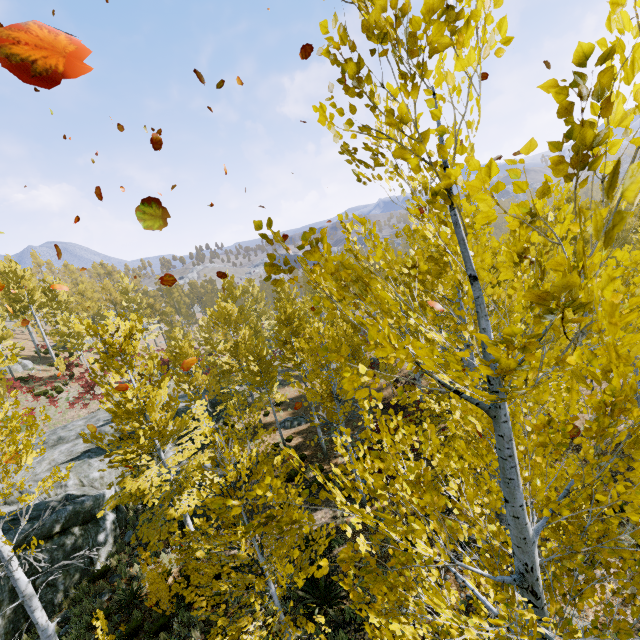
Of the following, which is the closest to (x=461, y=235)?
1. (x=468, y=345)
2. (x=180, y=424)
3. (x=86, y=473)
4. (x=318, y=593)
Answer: (x=468, y=345)

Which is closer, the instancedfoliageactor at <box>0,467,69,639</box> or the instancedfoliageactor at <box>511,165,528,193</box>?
the instancedfoliageactor at <box>511,165,528,193</box>

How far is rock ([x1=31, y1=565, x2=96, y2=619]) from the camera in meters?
10.1

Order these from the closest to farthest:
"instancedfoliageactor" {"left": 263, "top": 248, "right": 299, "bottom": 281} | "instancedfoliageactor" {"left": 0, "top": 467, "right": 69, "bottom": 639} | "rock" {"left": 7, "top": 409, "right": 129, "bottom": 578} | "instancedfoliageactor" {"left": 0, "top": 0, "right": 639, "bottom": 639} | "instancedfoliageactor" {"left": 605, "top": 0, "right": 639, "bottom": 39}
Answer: "instancedfoliageactor" {"left": 605, "top": 0, "right": 639, "bottom": 39} < "instancedfoliageactor" {"left": 0, "top": 0, "right": 639, "bottom": 639} < "instancedfoliageactor" {"left": 263, "top": 248, "right": 299, "bottom": 281} < "instancedfoliageactor" {"left": 0, "top": 467, "right": 69, "bottom": 639} < "rock" {"left": 7, "top": 409, "right": 129, "bottom": 578}

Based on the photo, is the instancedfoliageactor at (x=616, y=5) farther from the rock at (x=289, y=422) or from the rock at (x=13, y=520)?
the rock at (x=289, y=422)

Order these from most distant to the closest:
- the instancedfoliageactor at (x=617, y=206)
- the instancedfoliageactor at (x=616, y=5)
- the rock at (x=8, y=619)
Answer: the rock at (x=8, y=619), the instancedfoliageactor at (x=617, y=206), the instancedfoliageactor at (x=616, y=5)

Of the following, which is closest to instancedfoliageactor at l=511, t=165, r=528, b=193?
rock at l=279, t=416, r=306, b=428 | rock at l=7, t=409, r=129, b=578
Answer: rock at l=7, t=409, r=129, b=578

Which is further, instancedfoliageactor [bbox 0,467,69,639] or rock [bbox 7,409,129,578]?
rock [bbox 7,409,129,578]
